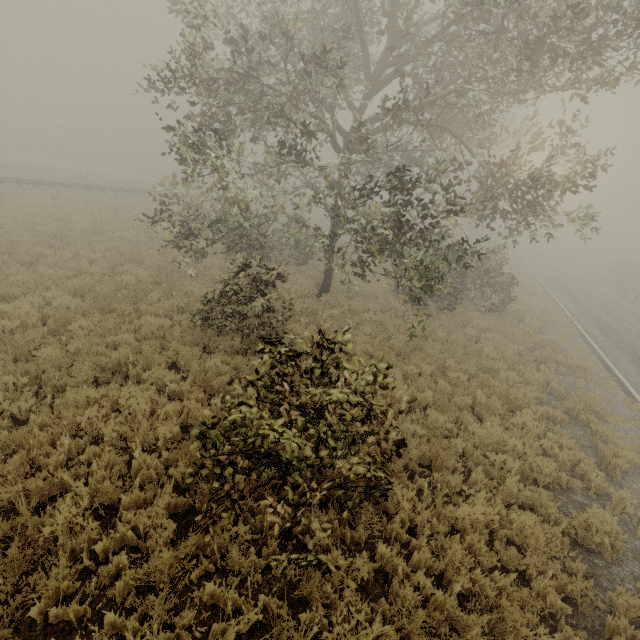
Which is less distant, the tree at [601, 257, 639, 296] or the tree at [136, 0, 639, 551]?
the tree at [136, 0, 639, 551]

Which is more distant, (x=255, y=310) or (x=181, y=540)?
(x=255, y=310)

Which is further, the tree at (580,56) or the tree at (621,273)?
the tree at (621,273)
